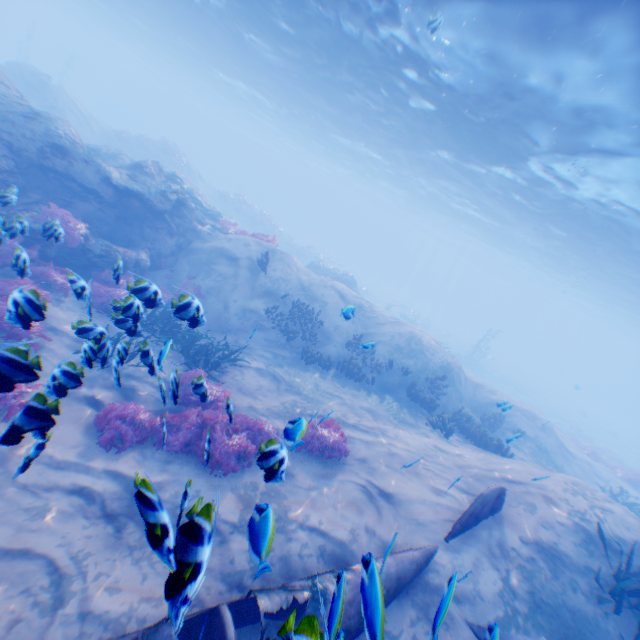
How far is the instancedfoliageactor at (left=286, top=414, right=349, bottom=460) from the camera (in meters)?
4.10

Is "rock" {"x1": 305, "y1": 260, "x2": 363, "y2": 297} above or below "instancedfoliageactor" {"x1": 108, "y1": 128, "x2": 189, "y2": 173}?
below

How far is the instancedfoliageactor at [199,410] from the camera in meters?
5.5 m

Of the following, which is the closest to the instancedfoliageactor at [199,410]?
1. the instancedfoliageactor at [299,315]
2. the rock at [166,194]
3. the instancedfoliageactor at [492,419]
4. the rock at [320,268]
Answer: the rock at [166,194]

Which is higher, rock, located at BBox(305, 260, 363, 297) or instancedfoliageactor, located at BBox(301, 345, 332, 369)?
rock, located at BBox(305, 260, 363, 297)

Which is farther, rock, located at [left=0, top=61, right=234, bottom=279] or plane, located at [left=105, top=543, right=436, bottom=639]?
rock, located at [left=0, top=61, right=234, bottom=279]

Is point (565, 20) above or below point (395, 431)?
above

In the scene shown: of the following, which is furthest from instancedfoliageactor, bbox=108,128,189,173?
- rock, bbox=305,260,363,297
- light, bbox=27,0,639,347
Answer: rock, bbox=305,260,363,297
